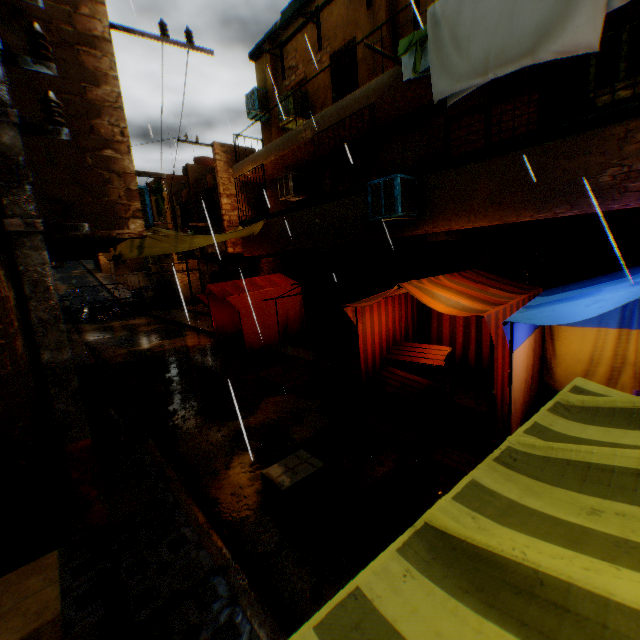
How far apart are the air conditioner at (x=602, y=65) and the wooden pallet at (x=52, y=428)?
8.47m

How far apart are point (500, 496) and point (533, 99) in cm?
1105

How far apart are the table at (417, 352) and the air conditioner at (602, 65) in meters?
4.7

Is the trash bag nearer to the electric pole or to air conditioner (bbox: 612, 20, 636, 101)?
the electric pole

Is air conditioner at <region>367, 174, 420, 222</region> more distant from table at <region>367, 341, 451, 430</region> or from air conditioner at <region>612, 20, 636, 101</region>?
air conditioner at <region>612, 20, 636, 101</region>

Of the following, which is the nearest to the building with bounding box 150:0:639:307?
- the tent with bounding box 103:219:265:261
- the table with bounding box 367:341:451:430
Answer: the tent with bounding box 103:219:265:261

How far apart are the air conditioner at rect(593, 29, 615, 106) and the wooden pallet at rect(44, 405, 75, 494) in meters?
8.5

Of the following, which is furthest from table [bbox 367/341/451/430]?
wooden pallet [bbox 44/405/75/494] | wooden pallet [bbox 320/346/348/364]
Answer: wooden pallet [bbox 44/405/75/494]
